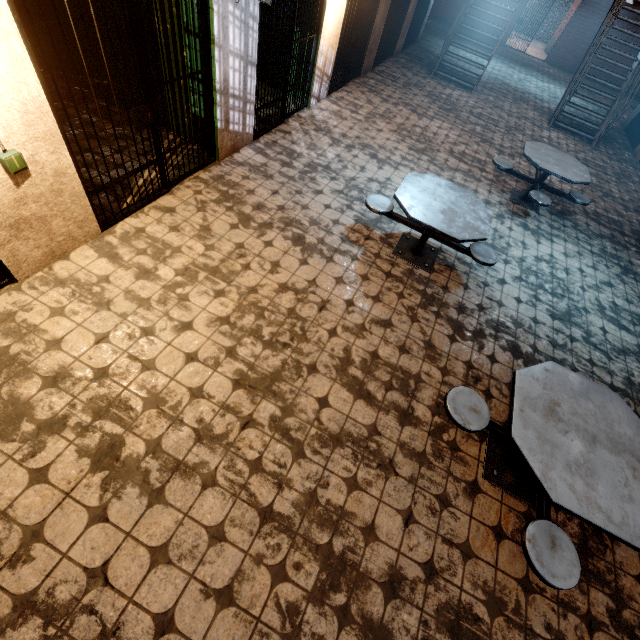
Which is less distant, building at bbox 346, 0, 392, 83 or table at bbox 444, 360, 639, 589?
table at bbox 444, 360, 639, 589

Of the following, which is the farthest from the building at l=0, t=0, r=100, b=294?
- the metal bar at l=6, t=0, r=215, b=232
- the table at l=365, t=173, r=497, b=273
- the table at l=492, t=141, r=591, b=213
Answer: the table at l=492, t=141, r=591, b=213

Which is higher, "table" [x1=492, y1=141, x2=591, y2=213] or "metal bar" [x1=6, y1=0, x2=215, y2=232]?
"metal bar" [x1=6, y1=0, x2=215, y2=232]

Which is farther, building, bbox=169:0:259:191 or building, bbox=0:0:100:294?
building, bbox=169:0:259:191

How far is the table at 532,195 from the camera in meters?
5.4

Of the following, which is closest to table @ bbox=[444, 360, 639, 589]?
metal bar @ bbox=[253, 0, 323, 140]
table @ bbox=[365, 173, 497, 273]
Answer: table @ bbox=[365, 173, 497, 273]

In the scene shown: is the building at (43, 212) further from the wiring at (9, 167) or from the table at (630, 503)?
the table at (630, 503)

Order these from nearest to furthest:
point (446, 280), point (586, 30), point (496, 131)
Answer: point (446, 280)
point (496, 131)
point (586, 30)
